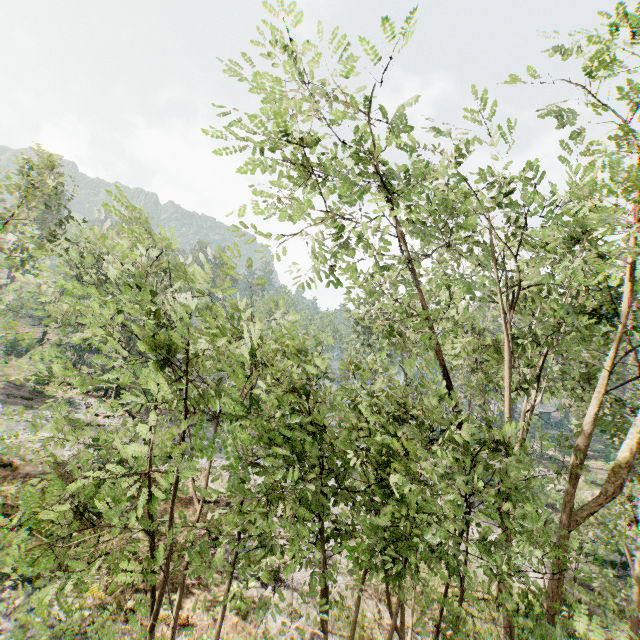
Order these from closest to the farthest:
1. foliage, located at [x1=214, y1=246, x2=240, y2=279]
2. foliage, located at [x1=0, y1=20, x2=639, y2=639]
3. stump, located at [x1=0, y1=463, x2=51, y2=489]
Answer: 1. foliage, located at [x1=0, y1=20, x2=639, y2=639]
2. foliage, located at [x1=214, y1=246, x2=240, y2=279]
3. stump, located at [x1=0, y1=463, x2=51, y2=489]

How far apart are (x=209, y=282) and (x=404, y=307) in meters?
8.8 m

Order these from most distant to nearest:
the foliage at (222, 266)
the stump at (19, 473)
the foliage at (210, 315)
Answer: the stump at (19, 473) → the foliage at (222, 266) → the foliage at (210, 315)

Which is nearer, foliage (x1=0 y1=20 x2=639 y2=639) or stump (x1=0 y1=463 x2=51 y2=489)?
foliage (x1=0 y1=20 x2=639 y2=639)

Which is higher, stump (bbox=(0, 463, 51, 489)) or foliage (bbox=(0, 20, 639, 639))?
foliage (bbox=(0, 20, 639, 639))

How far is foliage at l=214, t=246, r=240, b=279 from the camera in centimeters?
552cm

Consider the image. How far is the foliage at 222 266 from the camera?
5.5m
